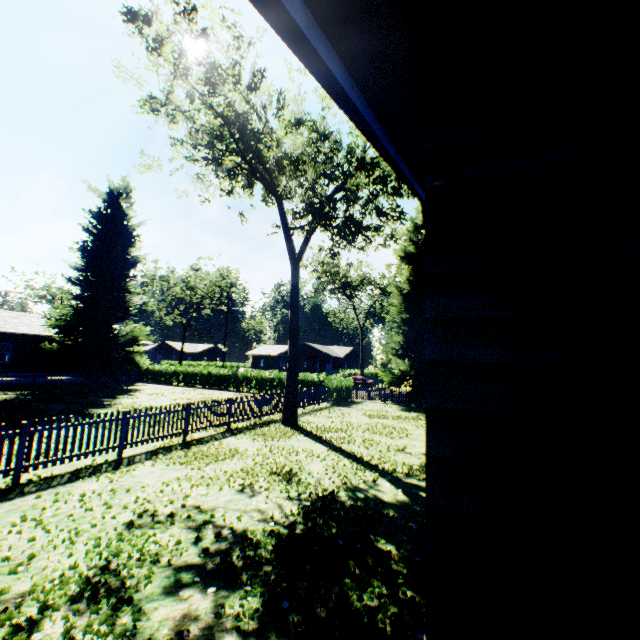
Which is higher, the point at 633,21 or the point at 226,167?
the point at 226,167

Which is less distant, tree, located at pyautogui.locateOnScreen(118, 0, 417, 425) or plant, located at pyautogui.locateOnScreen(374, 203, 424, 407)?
tree, located at pyautogui.locateOnScreen(118, 0, 417, 425)

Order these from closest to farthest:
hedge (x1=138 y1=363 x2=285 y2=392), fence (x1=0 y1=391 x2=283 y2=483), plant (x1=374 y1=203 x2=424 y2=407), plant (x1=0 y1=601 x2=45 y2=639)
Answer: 1. plant (x1=0 y1=601 x2=45 y2=639)
2. fence (x1=0 y1=391 x2=283 y2=483)
3. plant (x1=374 y1=203 x2=424 y2=407)
4. hedge (x1=138 y1=363 x2=285 y2=392)

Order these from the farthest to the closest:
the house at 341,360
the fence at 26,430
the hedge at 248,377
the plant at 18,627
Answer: the house at 341,360 → the hedge at 248,377 → the fence at 26,430 → the plant at 18,627

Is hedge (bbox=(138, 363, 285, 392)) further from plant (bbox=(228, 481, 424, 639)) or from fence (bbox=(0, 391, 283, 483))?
fence (bbox=(0, 391, 283, 483))

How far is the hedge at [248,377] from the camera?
30.83m

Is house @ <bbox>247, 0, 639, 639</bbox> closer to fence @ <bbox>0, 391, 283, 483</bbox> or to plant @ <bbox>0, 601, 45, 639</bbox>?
plant @ <bbox>0, 601, 45, 639</bbox>

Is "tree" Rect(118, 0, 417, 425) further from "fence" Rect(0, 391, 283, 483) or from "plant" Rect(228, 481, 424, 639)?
"fence" Rect(0, 391, 283, 483)
